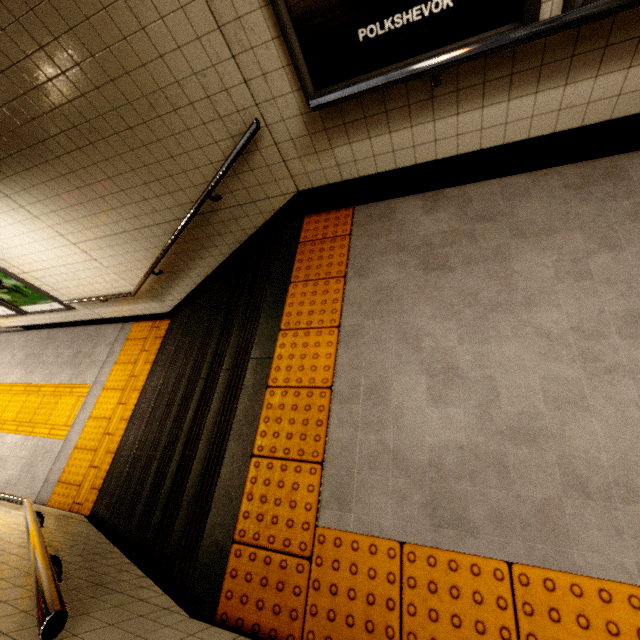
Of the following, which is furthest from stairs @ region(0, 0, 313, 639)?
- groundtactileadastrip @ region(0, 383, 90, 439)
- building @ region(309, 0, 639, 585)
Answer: groundtactileadastrip @ region(0, 383, 90, 439)

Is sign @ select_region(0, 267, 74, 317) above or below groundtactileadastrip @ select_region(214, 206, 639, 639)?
below

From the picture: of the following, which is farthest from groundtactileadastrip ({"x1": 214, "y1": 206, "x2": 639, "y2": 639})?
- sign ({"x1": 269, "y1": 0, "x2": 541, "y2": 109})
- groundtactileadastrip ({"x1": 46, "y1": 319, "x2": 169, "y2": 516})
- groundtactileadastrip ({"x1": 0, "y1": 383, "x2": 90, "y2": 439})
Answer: groundtactileadastrip ({"x1": 0, "y1": 383, "x2": 90, "y2": 439})

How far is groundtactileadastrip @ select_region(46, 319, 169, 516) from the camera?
4.4 meters

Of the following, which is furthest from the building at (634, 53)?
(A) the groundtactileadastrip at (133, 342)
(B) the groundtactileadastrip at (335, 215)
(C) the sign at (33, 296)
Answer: (C) the sign at (33, 296)

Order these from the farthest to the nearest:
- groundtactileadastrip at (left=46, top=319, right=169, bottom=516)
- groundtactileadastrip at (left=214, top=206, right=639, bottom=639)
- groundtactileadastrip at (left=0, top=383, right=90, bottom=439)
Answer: groundtactileadastrip at (left=0, top=383, right=90, bottom=439)
groundtactileadastrip at (left=46, top=319, right=169, bottom=516)
groundtactileadastrip at (left=214, top=206, right=639, bottom=639)

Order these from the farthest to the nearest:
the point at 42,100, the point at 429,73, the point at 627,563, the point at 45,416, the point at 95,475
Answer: the point at 45,416 → the point at 95,475 → the point at 42,100 → the point at 429,73 → the point at 627,563

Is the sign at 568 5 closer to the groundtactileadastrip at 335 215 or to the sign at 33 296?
the groundtactileadastrip at 335 215
